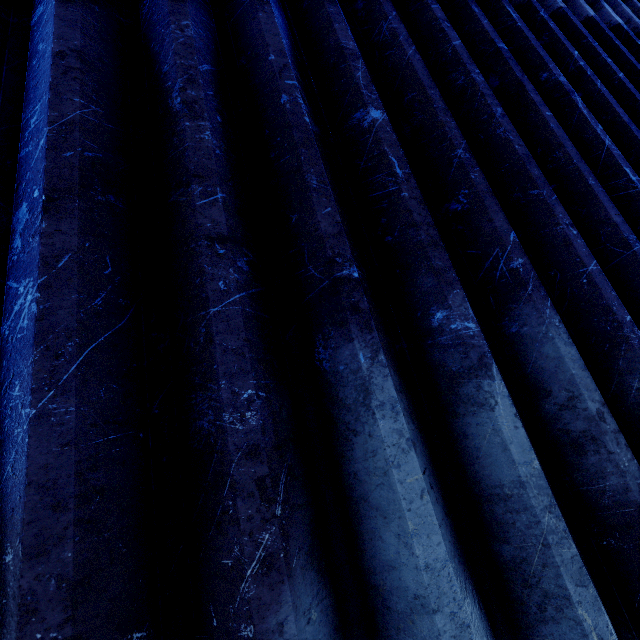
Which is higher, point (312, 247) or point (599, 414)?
point (312, 247)
